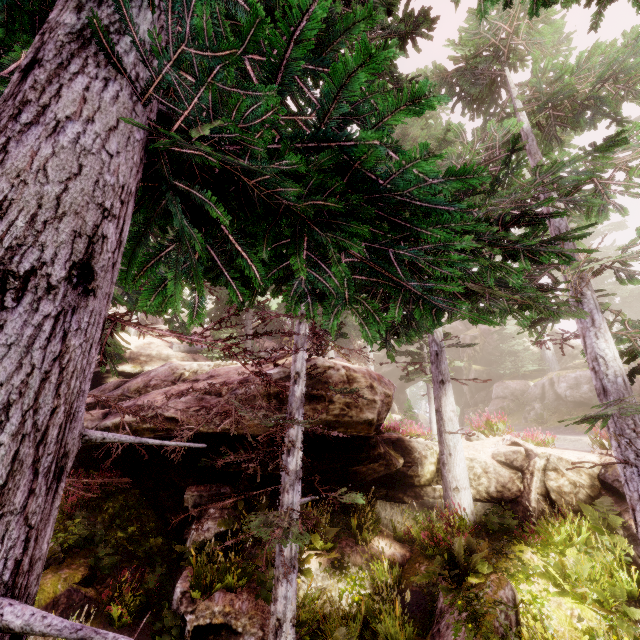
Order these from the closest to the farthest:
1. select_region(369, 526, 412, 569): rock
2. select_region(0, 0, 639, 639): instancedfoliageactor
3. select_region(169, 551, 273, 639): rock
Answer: select_region(0, 0, 639, 639): instancedfoliageactor → select_region(169, 551, 273, 639): rock → select_region(369, 526, 412, 569): rock

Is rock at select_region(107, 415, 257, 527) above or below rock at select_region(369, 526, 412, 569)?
above

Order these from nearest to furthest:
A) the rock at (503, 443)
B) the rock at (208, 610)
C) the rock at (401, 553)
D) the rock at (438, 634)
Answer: the rock at (438, 634) < the rock at (208, 610) < the rock at (503, 443) < the rock at (401, 553)

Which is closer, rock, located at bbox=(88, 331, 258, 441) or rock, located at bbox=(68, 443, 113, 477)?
rock, located at bbox=(88, 331, 258, 441)

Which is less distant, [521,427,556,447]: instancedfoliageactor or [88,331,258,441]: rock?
[88,331,258,441]: rock

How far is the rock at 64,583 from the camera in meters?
6.8

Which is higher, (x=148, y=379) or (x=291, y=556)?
(x=148, y=379)
